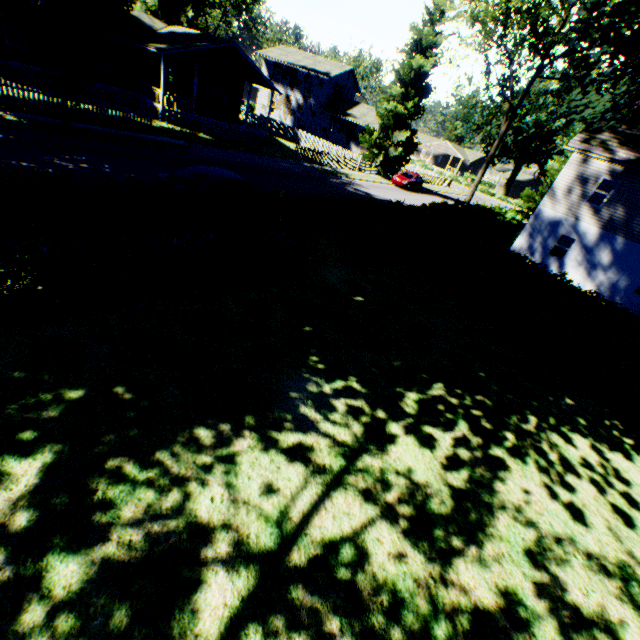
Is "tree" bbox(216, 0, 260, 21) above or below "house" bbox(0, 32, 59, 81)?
above

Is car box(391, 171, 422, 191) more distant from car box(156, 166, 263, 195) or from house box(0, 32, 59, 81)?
car box(156, 166, 263, 195)

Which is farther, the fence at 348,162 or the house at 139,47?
the fence at 348,162

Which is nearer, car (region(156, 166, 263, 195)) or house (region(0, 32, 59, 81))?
car (region(156, 166, 263, 195))

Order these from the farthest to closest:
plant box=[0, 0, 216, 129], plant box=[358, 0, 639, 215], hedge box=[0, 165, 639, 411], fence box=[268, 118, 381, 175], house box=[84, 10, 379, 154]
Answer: fence box=[268, 118, 381, 175] < house box=[84, 10, 379, 154] < plant box=[0, 0, 216, 129] < plant box=[358, 0, 639, 215] < hedge box=[0, 165, 639, 411]

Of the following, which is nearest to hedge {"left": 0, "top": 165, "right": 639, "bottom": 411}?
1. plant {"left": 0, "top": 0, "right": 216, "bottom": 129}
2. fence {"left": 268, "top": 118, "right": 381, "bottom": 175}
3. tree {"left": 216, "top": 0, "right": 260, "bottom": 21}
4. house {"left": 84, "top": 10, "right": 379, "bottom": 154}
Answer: plant {"left": 0, "top": 0, "right": 216, "bottom": 129}

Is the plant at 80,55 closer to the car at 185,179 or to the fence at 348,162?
the fence at 348,162

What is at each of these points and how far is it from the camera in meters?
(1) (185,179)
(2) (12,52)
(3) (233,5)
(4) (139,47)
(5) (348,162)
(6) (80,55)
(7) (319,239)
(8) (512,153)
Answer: (1) car, 10.7
(2) house, 21.5
(3) tree, 56.6
(4) house, 25.6
(5) fence, 33.8
(6) plant, 13.8
(7) hedge, 9.9
(8) plant, 58.4
